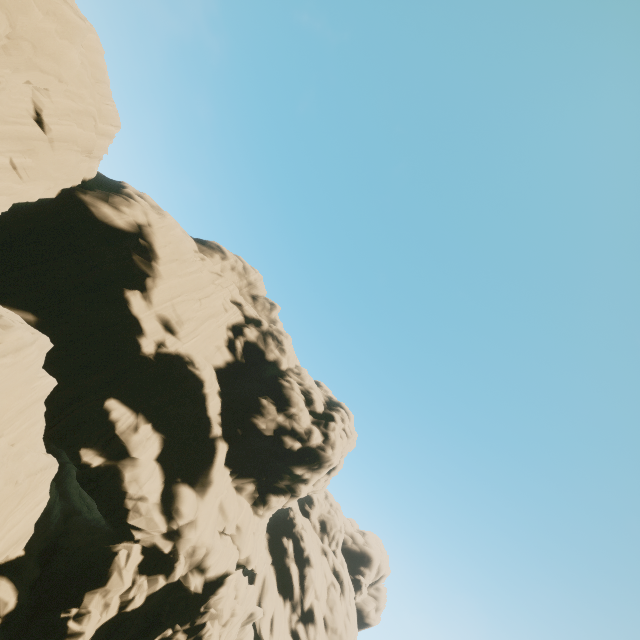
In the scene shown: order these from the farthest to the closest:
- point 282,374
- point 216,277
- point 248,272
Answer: point 248,272 < point 282,374 < point 216,277
